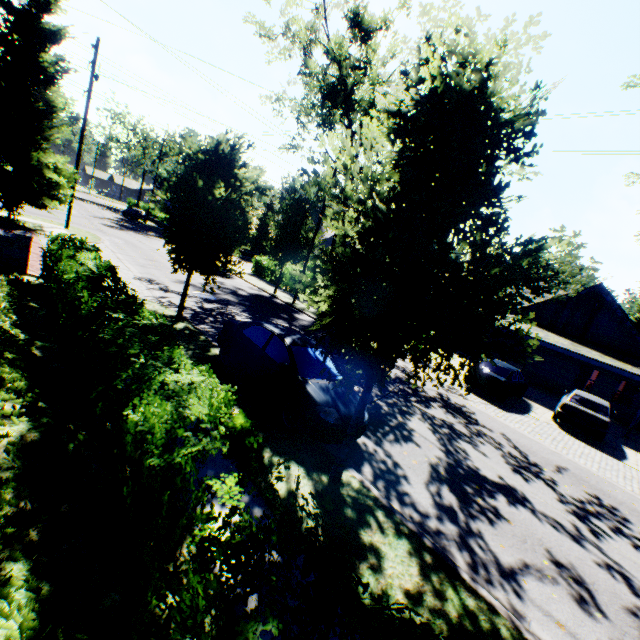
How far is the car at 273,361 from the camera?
6.6 meters

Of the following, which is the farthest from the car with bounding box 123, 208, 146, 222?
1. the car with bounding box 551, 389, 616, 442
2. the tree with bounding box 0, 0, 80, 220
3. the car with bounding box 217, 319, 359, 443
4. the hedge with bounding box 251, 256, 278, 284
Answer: the car with bounding box 551, 389, 616, 442

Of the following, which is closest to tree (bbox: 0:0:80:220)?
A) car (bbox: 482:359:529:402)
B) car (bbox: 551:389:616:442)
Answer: car (bbox: 551:389:616:442)

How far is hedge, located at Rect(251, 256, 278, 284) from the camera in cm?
2816

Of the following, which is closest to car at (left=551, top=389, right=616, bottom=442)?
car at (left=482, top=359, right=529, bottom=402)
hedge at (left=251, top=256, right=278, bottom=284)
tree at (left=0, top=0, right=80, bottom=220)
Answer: car at (left=482, top=359, right=529, bottom=402)

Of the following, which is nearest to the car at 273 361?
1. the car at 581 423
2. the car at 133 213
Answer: the car at 581 423

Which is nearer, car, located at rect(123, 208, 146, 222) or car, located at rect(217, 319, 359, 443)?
car, located at rect(217, 319, 359, 443)

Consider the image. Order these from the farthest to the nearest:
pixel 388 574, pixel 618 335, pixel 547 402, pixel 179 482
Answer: pixel 618 335 → pixel 547 402 → pixel 388 574 → pixel 179 482
